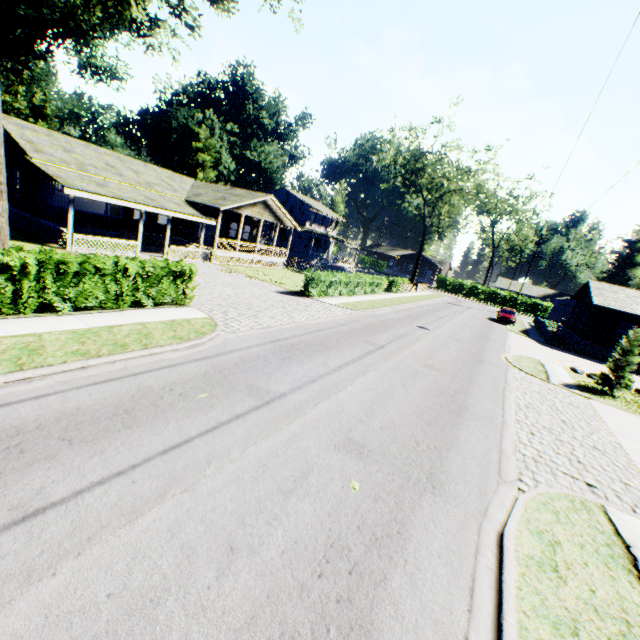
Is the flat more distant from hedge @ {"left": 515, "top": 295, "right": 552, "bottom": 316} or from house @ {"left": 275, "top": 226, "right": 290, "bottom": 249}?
hedge @ {"left": 515, "top": 295, "right": 552, "bottom": 316}

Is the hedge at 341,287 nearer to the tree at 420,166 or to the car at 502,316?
the car at 502,316

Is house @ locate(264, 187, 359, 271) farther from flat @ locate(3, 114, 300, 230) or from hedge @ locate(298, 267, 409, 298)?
hedge @ locate(298, 267, 409, 298)

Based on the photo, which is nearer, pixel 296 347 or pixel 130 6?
pixel 130 6

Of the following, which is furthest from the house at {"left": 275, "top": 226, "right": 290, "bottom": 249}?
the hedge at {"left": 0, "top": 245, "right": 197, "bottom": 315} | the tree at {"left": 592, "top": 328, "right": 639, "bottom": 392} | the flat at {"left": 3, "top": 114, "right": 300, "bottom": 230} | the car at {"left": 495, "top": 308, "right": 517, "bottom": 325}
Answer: the tree at {"left": 592, "top": 328, "right": 639, "bottom": 392}

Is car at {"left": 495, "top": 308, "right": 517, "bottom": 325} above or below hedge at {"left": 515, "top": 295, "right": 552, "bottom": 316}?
below

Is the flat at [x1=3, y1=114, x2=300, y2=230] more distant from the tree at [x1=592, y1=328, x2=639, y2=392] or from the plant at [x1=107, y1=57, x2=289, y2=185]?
the tree at [x1=592, y1=328, x2=639, y2=392]

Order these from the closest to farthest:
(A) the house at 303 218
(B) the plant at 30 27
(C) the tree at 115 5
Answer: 1. (C) the tree at 115 5
2. (B) the plant at 30 27
3. (A) the house at 303 218
